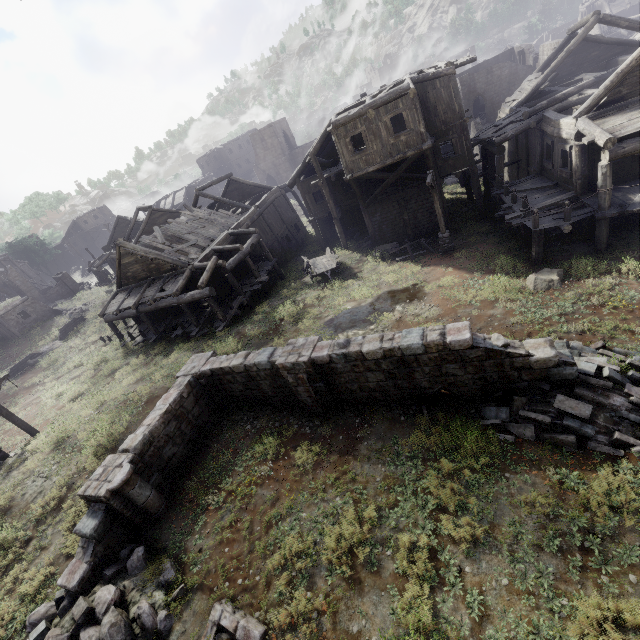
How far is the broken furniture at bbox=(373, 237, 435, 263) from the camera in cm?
1989

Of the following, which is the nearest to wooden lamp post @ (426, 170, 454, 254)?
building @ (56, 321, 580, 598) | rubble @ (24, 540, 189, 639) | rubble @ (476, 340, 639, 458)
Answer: rubble @ (476, 340, 639, 458)

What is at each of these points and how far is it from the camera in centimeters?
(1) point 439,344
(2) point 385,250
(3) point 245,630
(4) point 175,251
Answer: (1) building, 871cm
(2) broken furniture, 2220cm
(3) building, 657cm
(4) wooden plank rubble, 2233cm

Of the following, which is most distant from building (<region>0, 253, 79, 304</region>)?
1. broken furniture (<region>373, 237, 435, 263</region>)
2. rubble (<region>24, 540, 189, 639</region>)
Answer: rubble (<region>24, 540, 189, 639</region>)

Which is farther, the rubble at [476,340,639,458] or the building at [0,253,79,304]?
the building at [0,253,79,304]

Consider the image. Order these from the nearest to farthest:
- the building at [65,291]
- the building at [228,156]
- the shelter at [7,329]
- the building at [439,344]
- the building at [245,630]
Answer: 1. the building at [245,630]
2. the building at [439,344]
3. the shelter at [7,329]
4. the building at [65,291]
5. the building at [228,156]

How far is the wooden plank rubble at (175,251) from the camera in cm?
2234

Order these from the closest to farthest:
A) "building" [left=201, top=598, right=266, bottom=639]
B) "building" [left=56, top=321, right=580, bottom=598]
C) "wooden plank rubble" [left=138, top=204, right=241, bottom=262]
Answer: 1. "building" [left=201, top=598, right=266, bottom=639]
2. "building" [left=56, top=321, right=580, bottom=598]
3. "wooden plank rubble" [left=138, top=204, right=241, bottom=262]
